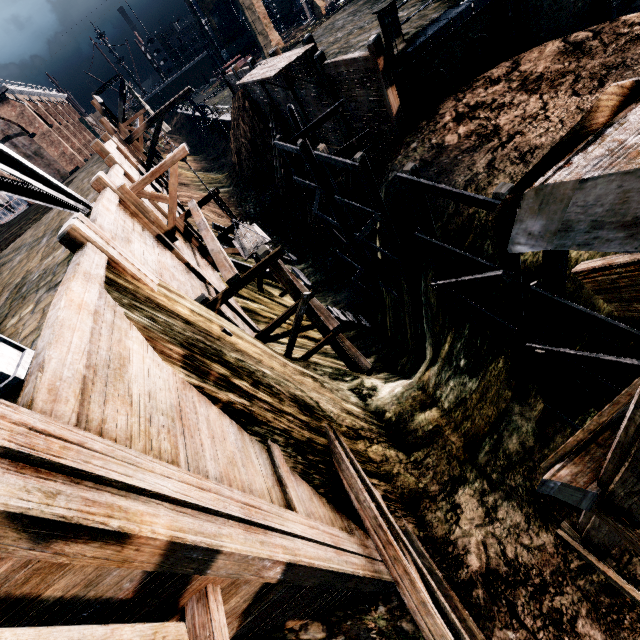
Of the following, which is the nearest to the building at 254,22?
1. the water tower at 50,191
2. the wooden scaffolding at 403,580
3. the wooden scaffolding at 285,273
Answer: the wooden scaffolding at 285,273

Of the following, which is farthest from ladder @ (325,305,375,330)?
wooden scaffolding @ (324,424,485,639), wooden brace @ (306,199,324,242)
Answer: wooden brace @ (306,199,324,242)

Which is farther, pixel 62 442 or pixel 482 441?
pixel 482 441

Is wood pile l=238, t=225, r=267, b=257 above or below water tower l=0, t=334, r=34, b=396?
below

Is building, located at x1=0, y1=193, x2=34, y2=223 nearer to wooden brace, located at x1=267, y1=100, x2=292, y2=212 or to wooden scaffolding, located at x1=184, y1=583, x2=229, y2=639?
wooden brace, located at x1=267, y1=100, x2=292, y2=212

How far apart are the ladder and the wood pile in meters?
5.4 m

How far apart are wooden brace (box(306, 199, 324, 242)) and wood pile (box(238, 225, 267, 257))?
11.68m

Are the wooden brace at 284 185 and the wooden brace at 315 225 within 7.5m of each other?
yes
